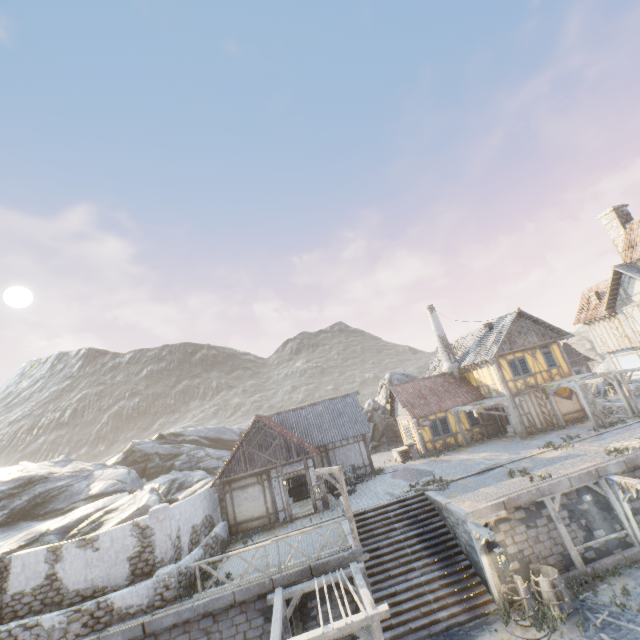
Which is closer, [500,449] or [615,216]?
[500,449]

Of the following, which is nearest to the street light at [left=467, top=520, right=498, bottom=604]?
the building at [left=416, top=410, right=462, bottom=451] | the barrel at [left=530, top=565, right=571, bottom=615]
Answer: the barrel at [left=530, top=565, right=571, bottom=615]

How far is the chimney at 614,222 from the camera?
25.38m

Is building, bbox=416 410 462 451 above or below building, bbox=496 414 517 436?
above

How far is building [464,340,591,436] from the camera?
23.2m

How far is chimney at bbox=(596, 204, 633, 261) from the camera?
25.4 meters

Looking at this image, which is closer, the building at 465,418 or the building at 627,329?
the building at 627,329

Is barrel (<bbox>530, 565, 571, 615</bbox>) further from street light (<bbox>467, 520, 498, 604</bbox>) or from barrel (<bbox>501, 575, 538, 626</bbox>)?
street light (<bbox>467, 520, 498, 604</bbox>)
